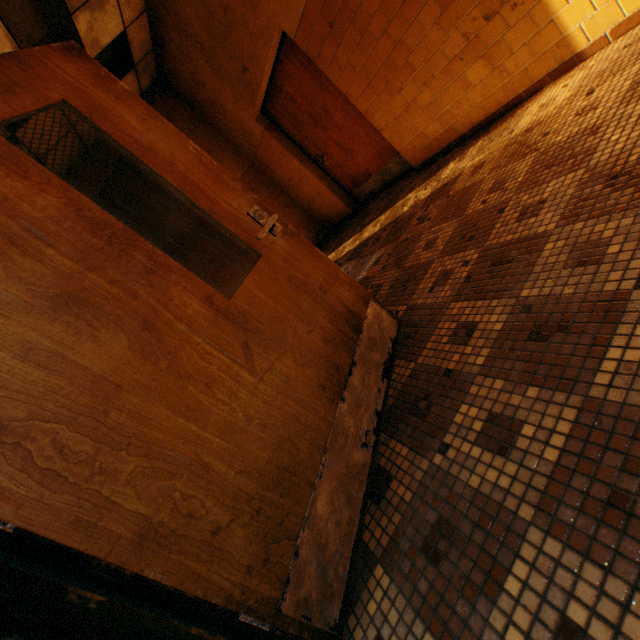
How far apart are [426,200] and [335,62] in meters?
1.8 m

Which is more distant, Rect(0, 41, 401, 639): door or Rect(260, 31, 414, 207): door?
Rect(260, 31, 414, 207): door

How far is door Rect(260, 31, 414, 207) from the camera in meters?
3.9 m

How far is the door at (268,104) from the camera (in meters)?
3.95

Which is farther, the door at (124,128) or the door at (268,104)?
the door at (268,104)
